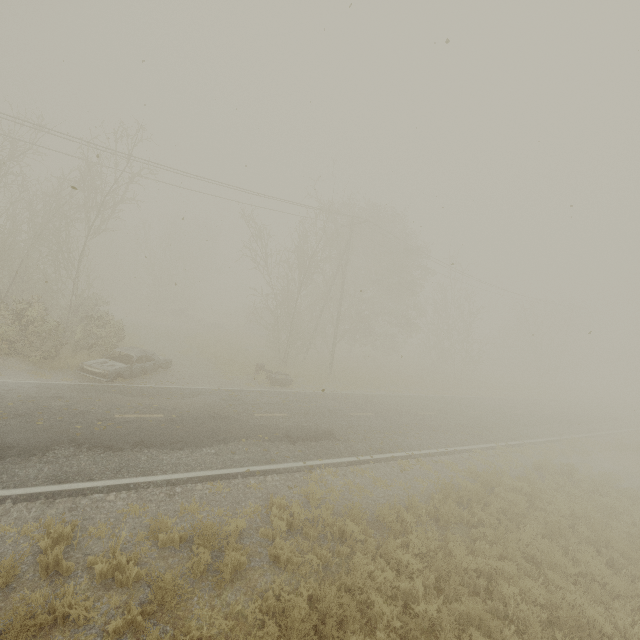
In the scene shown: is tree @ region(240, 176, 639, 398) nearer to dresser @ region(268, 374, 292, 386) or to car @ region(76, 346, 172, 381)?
dresser @ region(268, 374, 292, 386)

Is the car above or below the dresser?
above

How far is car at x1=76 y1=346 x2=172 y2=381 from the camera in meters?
14.1

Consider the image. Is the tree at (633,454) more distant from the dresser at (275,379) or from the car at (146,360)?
the car at (146,360)

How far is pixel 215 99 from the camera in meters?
14.5 m

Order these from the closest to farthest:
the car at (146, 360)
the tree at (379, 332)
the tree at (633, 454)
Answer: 1. the car at (146, 360)
2. the tree at (633, 454)
3. the tree at (379, 332)

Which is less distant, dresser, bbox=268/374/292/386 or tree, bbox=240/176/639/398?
dresser, bbox=268/374/292/386
